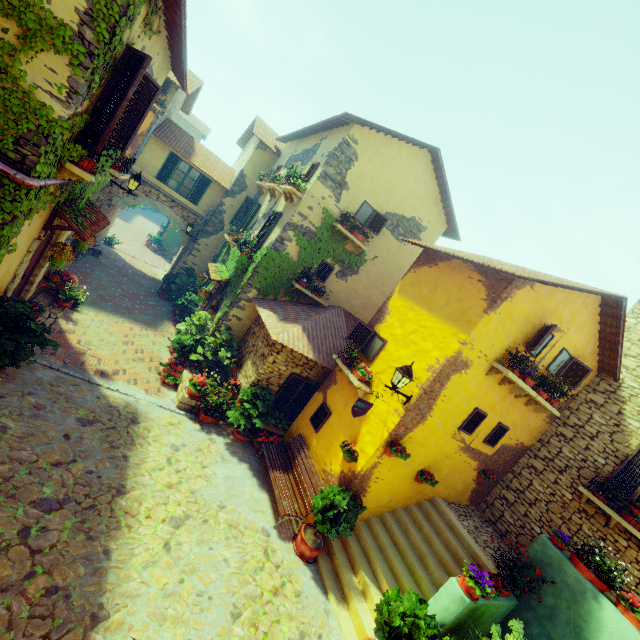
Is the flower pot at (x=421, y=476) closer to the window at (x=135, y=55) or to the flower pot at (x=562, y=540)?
the flower pot at (x=562, y=540)

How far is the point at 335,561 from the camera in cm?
703

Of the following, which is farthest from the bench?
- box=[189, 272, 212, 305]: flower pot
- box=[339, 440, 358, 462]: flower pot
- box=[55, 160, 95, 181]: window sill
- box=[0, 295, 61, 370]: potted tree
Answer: box=[55, 160, 95, 181]: window sill

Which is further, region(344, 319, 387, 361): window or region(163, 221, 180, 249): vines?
region(163, 221, 180, 249): vines

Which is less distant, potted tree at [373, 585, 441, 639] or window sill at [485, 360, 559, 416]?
potted tree at [373, 585, 441, 639]

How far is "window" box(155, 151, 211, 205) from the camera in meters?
15.6

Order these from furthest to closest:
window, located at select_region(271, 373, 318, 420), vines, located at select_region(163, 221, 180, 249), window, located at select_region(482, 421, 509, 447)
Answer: vines, located at select_region(163, 221, 180, 249), window, located at select_region(271, 373, 318, 420), window, located at select_region(482, 421, 509, 447)

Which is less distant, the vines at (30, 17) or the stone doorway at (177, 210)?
the vines at (30, 17)
